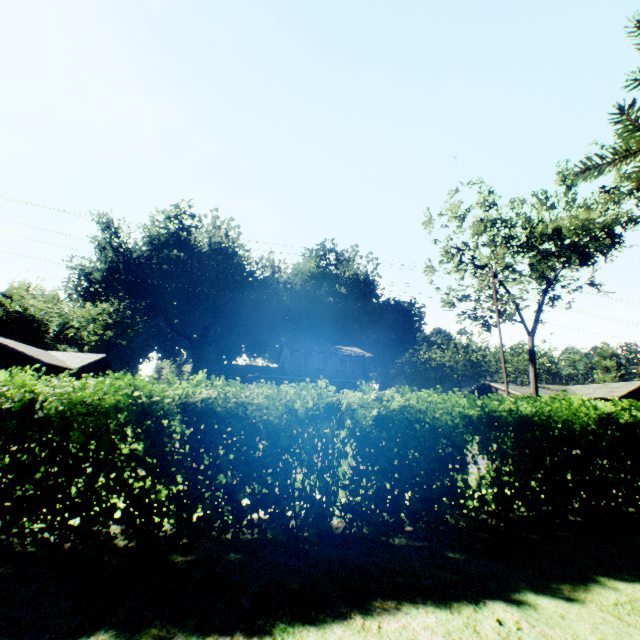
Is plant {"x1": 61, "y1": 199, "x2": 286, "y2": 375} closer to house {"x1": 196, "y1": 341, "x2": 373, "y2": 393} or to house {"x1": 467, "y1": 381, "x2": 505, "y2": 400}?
house {"x1": 196, "y1": 341, "x2": 373, "y2": 393}

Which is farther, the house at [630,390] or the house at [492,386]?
the house at [492,386]

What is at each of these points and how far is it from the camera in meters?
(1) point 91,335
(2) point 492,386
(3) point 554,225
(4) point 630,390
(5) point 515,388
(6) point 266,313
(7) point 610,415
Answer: (1) plant, 57.7
(2) house, 47.5
(3) tree, 23.6
(4) house, 40.6
(5) house, 45.0
(6) plant, 49.1
(7) hedge, 5.2

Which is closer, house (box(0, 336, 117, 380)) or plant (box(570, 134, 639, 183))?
plant (box(570, 134, 639, 183))

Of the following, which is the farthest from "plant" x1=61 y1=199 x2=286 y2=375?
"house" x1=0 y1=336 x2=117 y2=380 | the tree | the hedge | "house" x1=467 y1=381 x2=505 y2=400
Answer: "house" x1=467 y1=381 x2=505 y2=400

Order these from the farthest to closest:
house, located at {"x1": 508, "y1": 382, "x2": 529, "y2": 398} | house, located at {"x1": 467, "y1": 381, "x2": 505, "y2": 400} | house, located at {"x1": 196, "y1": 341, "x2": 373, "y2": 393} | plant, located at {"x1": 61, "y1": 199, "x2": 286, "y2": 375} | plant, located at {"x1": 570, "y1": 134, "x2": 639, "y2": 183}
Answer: plant, located at {"x1": 61, "y1": 199, "x2": 286, "y2": 375}
house, located at {"x1": 467, "y1": 381, "x2": 505, "y2": 400}
house, located at {"x1": 508, "y1": 382, "x2": 529, "y2": 398}
house, located at {"x1": 196, "y1": 341, "x2": 373, "y2": 393}
plant, located at {"x1": 570, "y1": 134, "x2": 639, "y2": 183}

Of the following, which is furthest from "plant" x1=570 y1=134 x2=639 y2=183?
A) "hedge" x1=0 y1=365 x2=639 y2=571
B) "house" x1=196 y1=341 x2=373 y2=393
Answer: "house" x1=196 y1=341 x2=373 y2=393

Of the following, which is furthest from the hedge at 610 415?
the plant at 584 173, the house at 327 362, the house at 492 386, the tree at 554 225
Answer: the house at 492 386
